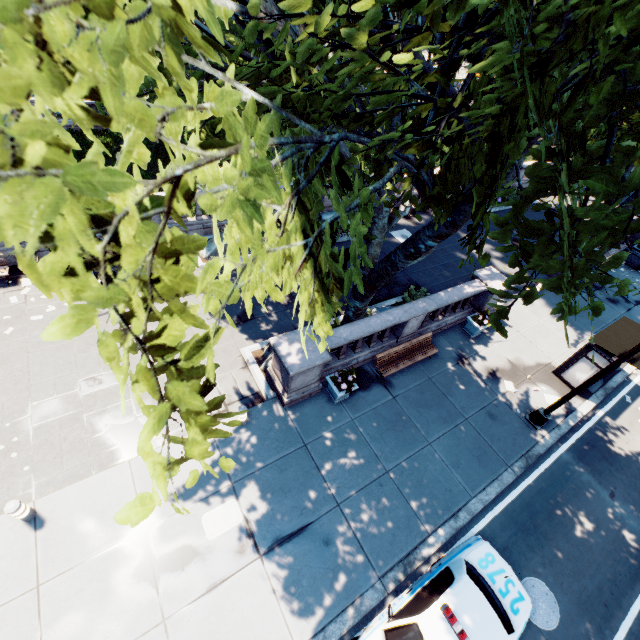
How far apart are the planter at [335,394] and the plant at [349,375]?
0.0 meters

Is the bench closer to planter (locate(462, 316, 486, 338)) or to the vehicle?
planter (locate(462, 316, 486, 338))

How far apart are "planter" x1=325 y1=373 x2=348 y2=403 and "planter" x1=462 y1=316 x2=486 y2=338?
6.7 meters

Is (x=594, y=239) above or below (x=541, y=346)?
above

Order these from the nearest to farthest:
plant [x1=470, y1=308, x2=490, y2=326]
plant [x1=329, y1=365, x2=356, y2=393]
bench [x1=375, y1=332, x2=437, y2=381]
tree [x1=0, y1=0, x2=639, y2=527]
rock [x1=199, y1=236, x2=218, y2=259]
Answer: tree [x1=0, y1=0, x2=639, y2=527], plant [x1=329, y1=365, x2=356, y2=393], bench [x1=375, y1=332, x2=437, y2=381], plant [x1=470, y1=308, x2=490, y2=326], rock [x1=199, y1=236, x2=218, y2=259]

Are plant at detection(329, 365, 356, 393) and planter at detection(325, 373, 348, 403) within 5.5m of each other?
Result: yes

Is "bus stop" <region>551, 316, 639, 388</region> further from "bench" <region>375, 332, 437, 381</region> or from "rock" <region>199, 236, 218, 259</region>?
"rock" <region>199, 236, 218, 259</region>

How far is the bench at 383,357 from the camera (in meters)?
11.87
